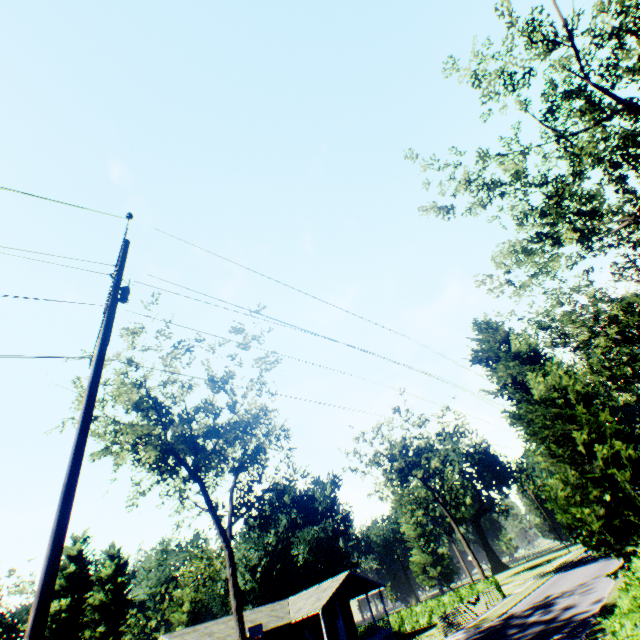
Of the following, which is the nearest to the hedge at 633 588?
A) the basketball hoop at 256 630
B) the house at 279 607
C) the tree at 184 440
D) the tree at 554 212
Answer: the tree at 554 212

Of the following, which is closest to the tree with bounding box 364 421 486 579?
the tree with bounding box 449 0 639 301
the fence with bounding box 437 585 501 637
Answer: the fence with bounding box 437 585 501 637

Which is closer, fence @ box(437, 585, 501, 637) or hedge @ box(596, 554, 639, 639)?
hedge @ box(596, 554, 639, 639)

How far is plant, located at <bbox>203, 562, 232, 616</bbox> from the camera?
50.7m

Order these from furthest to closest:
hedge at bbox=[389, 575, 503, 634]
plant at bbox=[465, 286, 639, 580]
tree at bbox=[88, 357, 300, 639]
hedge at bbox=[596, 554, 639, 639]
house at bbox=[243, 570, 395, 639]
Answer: hedge at bbox=[389, 575, 503, 634] → house at bbox=[243, 570, 395, 639] → tree at bbox=[88, 357, 300, 639] → plant at bbox=[465, 286, 639, 580] → hedge at bbox=[596, 554, 639, 639]

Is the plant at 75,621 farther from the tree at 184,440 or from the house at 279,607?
the house at 279,607

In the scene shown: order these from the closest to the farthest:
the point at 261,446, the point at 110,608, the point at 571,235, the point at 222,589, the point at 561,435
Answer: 1. the point at 571,235
2. the point at 561,435
3. the point at 261,446
4. the point at 110,608
5. the point at 222,589

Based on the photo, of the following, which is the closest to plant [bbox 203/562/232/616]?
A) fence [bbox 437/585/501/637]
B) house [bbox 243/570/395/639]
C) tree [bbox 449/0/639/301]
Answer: tree [bbox 449/0/639/301]
